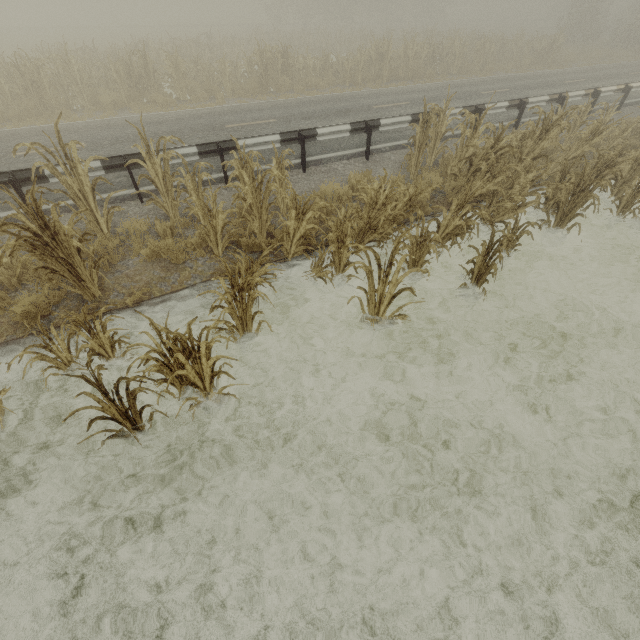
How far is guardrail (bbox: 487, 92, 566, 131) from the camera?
10.4m

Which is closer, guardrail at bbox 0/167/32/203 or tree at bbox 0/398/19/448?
tree at bbox 0/398/19/448

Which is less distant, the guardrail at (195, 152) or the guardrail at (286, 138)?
the guardrail at (195, 152)

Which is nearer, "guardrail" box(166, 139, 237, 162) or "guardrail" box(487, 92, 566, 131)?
"guardrail" box(166, 139, 237, 162)

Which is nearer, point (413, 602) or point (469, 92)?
point (413, 602)

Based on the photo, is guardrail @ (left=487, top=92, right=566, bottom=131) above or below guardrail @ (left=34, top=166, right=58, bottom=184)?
above

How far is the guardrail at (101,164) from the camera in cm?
655
